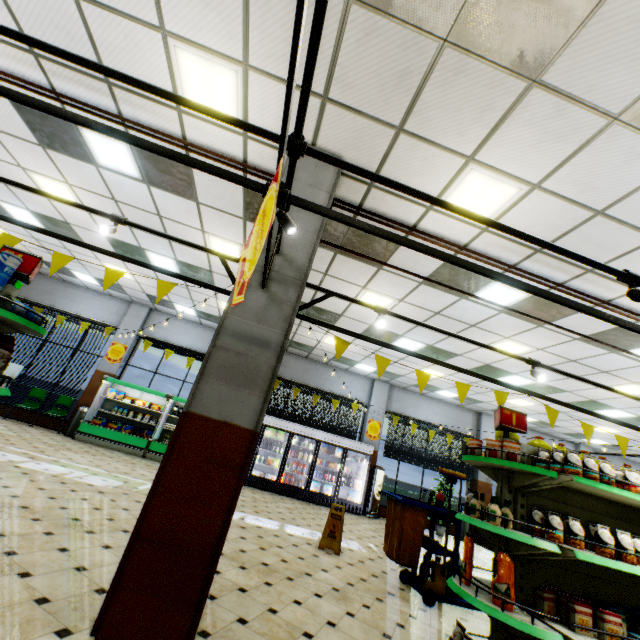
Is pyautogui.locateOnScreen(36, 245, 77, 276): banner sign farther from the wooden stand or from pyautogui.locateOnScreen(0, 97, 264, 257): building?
the wooden stand

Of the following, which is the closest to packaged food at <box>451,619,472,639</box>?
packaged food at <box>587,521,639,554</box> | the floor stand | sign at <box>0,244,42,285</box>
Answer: packaged food at <box>587,521,639,554</box>

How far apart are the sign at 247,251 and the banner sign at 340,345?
1.80m

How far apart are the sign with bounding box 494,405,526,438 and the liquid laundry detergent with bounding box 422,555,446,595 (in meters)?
2.64

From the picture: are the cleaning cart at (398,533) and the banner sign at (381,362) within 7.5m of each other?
yes

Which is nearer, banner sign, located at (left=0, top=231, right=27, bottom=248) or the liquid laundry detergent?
banner sign, located at (left=0, top=231, right=27, bottom=248)

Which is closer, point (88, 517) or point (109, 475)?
point (88, 517)

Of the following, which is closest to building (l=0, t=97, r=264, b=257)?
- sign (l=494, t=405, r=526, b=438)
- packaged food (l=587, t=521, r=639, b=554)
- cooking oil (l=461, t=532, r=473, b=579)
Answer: cooking oil (l=461, t=532, r=473, b=579)
